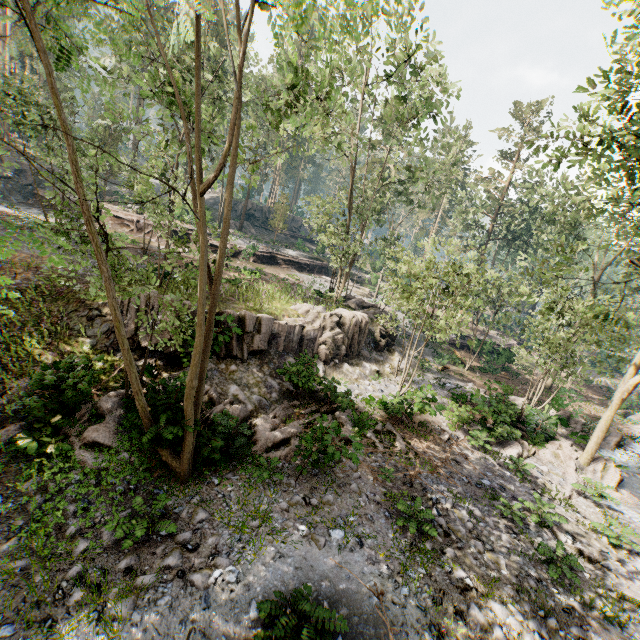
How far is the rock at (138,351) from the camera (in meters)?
12.83

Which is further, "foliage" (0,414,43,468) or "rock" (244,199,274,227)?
"rock" (244,199,274,227)

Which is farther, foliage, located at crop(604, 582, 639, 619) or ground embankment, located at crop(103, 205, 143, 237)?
ground embankment, located at crop(103, 205, 143, 237)

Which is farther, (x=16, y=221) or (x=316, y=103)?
(x=16, y=221)

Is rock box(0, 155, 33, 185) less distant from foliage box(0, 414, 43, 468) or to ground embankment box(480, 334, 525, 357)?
foliage box(0, 414, 43, 468)

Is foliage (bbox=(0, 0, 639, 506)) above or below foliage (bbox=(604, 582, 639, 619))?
above

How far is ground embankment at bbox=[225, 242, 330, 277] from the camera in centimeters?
3331cm

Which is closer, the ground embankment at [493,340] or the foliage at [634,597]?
the foliage at [634,597]
